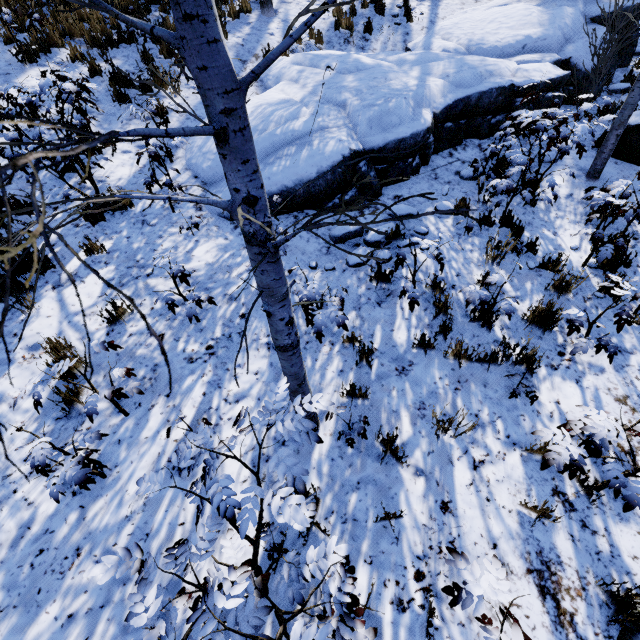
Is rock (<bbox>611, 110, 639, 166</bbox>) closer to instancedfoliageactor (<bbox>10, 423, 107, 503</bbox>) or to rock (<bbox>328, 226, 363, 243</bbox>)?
rock (<bbox>328, 226, 363, 243</bbox>)

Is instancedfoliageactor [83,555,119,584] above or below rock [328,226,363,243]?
above

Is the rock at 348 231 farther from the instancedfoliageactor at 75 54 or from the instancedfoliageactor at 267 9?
the instancedfoliageactor at 267 9

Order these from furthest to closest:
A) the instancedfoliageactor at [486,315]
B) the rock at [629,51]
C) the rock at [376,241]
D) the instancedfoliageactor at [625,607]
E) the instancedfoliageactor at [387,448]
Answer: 1. the rock at [629,51]
2. the rock at [376,241]
3. the instancedfoliageactor at [486,315]
4. the instancedfoliageactor at [387,448]
5. the instancedfoliageactor at [625,607]

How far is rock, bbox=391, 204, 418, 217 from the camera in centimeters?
540cm

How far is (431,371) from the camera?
3.8m

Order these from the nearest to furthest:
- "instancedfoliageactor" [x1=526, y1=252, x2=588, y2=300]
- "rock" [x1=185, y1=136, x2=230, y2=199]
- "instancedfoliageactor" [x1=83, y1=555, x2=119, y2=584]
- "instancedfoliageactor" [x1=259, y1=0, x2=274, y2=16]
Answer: "instancedfoliageactor" [x1=83, y1=555, x2=119, y2=584], "instancedfoliageactor" [x1=526, y1=252, x2=588, y2=300], "rock" [x1=185, y1=136, x2=230, y2=199], "instancedfoliageactor" [x1=259, y1=0, x2=274, y2=16]

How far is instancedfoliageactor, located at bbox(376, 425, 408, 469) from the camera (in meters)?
2.94
